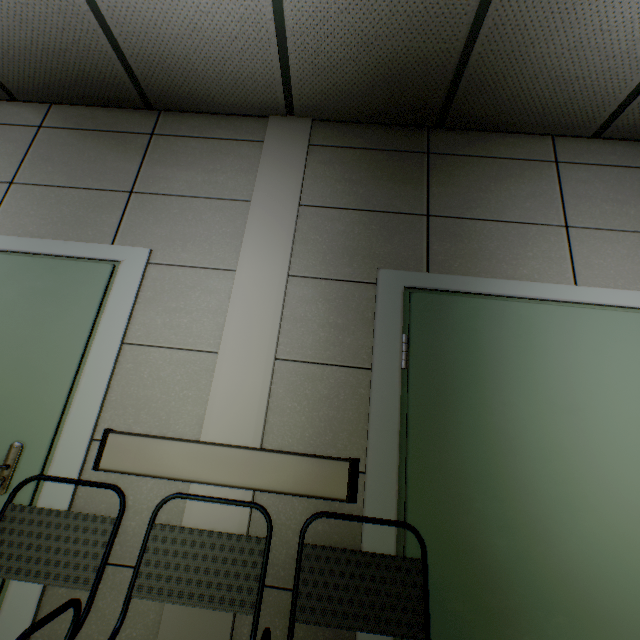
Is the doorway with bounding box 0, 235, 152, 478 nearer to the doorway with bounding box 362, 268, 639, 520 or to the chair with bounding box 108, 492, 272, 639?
the chair with bounding box 108, 492, 272, 639

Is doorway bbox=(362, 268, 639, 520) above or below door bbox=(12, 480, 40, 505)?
above

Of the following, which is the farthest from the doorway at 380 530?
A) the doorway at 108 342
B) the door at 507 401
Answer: the doorway at 108 342

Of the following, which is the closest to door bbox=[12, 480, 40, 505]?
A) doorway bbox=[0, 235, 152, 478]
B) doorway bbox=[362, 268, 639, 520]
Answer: doorway bbox=[0, 235, 152, 478]

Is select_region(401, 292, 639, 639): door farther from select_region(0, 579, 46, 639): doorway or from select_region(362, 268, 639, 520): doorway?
select_region(0, 579, 46, 639): doorway

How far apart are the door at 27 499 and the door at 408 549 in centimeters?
167cm

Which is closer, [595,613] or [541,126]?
[595,613]
